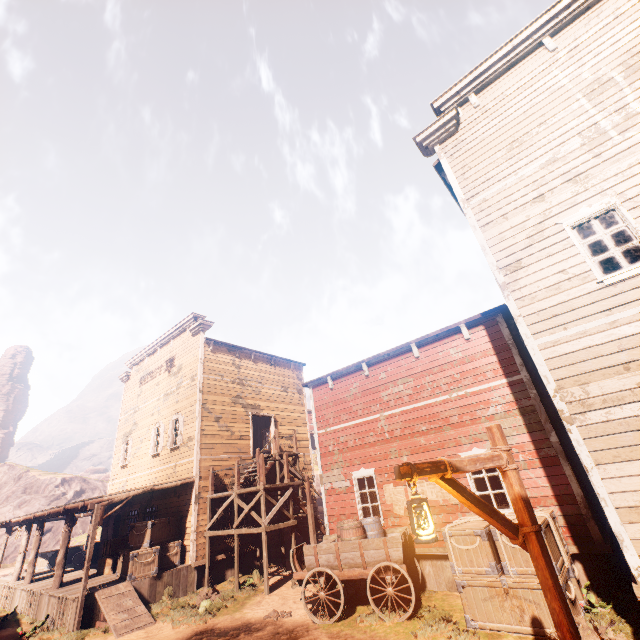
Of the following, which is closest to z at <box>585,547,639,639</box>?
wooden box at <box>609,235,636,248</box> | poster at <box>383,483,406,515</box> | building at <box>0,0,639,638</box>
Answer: building at <box>0,0,639,638</box>

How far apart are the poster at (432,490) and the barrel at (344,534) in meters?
1.2 m

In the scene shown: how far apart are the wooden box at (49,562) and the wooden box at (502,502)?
24.09m

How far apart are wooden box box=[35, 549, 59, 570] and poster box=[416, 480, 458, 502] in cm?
2193

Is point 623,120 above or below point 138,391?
below

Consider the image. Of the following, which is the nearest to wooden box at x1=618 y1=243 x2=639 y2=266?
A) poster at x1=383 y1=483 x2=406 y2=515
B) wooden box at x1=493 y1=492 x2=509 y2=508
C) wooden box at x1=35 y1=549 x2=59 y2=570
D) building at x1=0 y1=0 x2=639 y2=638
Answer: building at x1=0 y1=0 x2=639 y2=638

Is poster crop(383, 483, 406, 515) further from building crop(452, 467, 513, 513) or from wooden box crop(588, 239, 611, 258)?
wooden box crop(588, 239, 611, 258)

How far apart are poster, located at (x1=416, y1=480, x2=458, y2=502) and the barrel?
1.21m
